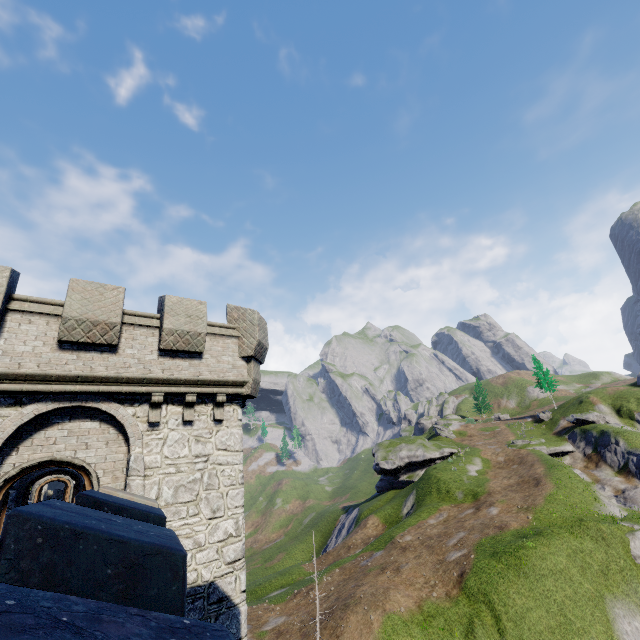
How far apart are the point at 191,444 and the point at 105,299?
5.12m
